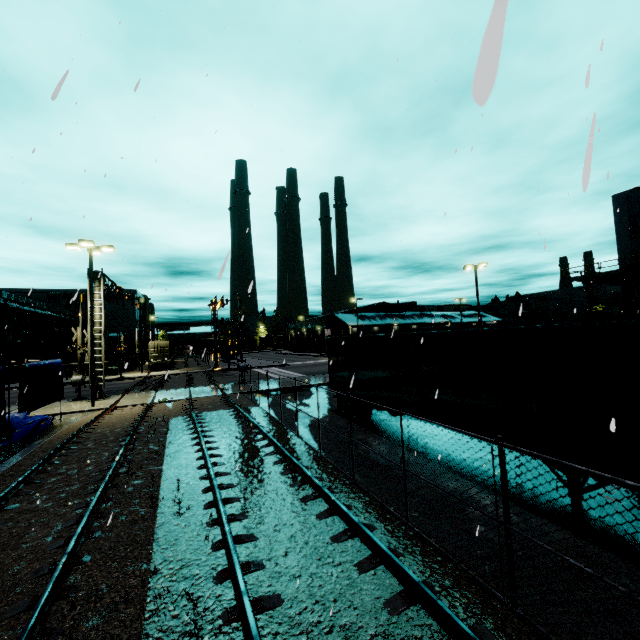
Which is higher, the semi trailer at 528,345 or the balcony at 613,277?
the balcony at 613,277

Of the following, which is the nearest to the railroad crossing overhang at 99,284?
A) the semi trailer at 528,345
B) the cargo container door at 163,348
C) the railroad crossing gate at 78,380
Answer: the railroad crossing gate at 78,380

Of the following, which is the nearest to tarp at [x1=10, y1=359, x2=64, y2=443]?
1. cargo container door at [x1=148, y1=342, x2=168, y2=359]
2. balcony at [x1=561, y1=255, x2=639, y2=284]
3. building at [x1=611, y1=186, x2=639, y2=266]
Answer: building at [x1=611, y1=186, x2=639, y2=266]

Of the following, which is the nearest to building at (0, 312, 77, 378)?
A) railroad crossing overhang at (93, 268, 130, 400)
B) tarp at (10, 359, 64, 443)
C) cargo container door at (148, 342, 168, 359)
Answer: tarp at (10, 359, 64, 443)

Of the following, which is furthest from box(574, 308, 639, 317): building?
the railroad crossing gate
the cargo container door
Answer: the railroad crossing gate

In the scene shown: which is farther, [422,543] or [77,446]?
[77,446]

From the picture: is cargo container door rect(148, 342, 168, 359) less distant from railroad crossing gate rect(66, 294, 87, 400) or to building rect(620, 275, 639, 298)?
building rect(620, 275, 639, 298)

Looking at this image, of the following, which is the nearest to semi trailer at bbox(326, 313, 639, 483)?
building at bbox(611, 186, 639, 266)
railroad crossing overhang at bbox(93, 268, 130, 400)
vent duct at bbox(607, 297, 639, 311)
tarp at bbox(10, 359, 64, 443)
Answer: building at bbox(611, 186, 639, 266)
